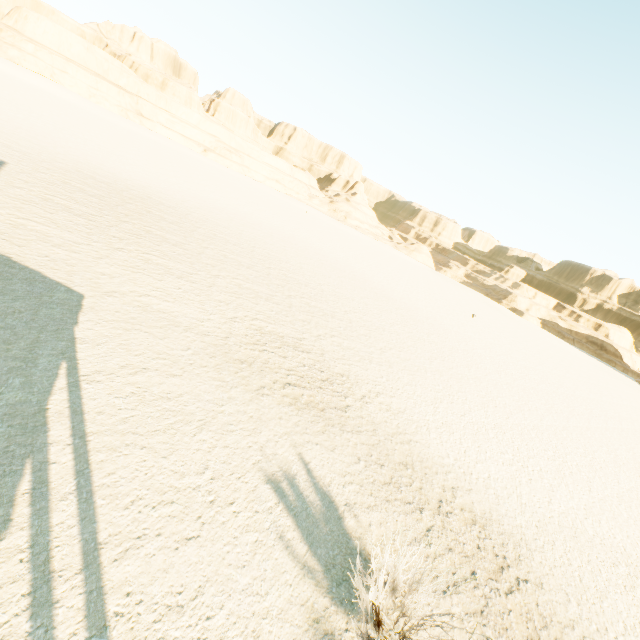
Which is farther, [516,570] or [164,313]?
[164,313]
